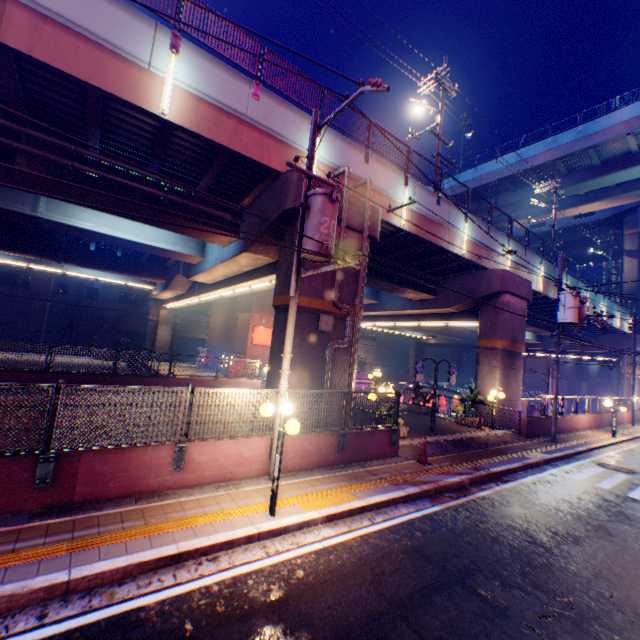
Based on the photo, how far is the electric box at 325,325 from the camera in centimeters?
1091cm

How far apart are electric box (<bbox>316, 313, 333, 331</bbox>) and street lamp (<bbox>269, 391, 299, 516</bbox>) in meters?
4.1

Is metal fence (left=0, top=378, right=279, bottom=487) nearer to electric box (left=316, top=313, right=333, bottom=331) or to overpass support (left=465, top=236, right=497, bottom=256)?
overpass support (left=465, top=236, right=497, bottom=256)

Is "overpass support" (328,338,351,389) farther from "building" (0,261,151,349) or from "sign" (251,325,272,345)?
"building" (0,261,151,349)

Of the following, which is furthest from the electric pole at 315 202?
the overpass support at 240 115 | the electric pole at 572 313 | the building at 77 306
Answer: the building at 77 306

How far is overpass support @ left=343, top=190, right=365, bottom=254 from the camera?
11.8m

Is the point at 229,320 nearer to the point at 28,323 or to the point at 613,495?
the point at 28,323

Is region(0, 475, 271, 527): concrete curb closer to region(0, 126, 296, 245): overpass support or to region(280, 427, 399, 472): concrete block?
region(280, 427, 399, 472): concrete block
